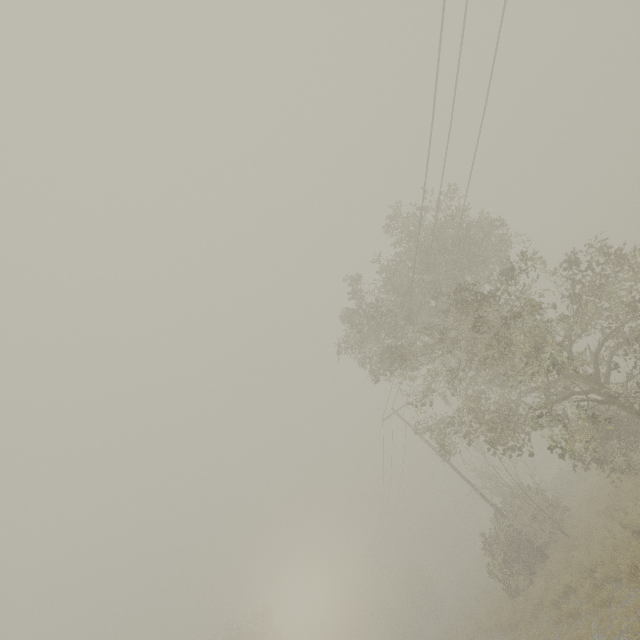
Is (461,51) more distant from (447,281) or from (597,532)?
(597,532)

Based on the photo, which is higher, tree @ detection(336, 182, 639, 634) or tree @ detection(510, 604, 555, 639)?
tree @ detection(336, 182, 639, 634)

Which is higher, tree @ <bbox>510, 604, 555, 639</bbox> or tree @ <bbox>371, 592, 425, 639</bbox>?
tree @ <bbox>371, 592, 425, 639</bbox>

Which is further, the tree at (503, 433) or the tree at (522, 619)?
the tree at (522, 619)

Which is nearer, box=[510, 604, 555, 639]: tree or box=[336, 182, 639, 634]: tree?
box=[336, 182, 639, 634]: tree

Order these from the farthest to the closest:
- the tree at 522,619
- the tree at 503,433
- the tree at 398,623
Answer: the tree at 398,623 < the tree at 522,619 < the tree at 503,433

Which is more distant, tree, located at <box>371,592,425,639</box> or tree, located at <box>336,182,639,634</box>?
tree, located at <box>371,592,425,639</box>

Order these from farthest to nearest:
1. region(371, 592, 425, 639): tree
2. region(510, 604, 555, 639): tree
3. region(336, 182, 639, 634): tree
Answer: region(371, 592, 425, 639): tree < region(510, 604, 555, 639): tree < region(336, 182, 639, 634): tree
